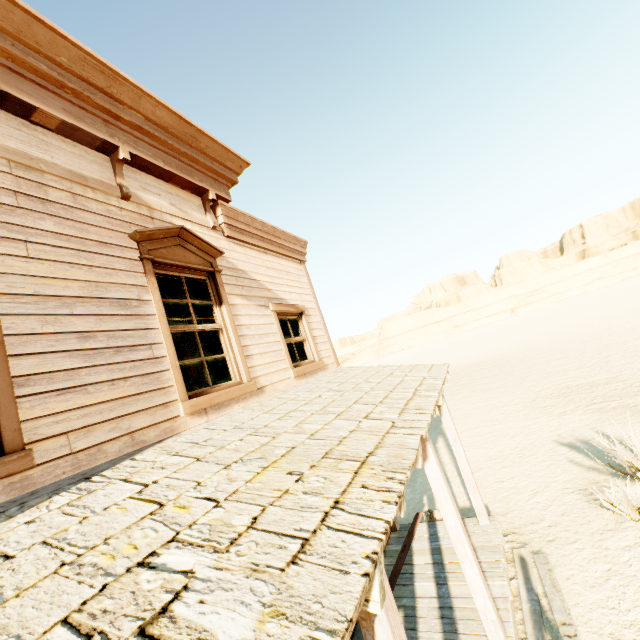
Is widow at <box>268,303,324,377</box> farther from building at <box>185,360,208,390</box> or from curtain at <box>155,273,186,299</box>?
curtain at <box>155,273,186,299</box>

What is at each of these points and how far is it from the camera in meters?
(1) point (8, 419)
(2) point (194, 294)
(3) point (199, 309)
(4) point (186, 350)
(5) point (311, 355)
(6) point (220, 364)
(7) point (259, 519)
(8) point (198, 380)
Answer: (1) widow, 2.2 m
(2) curtain, 4.5 m
(3) curtain, 4.5 m
(4) building, 9.1 m
(5) widow, 6.5 m
(6) curtain, 4.5 m
(7) building, 1.6 m
(8) building, 8.9 m

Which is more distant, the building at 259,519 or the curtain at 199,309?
the curtain at 199,309

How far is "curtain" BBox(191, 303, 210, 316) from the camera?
4.4m

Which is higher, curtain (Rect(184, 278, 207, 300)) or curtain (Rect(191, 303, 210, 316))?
curtain (Rect(184, 278, 207, 300))

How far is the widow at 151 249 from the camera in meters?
3.5

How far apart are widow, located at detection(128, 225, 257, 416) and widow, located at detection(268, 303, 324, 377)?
1.01m

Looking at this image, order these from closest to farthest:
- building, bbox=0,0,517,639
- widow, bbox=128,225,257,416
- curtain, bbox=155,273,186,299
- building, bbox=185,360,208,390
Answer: building, bbox=0,0,517,639
widow, bbox=128,225,257,416
curtain, bbox=155,273,186,299
building, bbox=185,360,208,390
